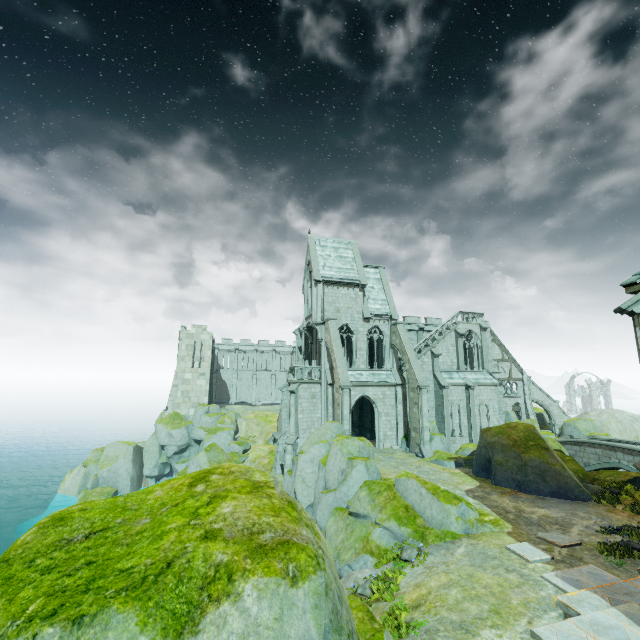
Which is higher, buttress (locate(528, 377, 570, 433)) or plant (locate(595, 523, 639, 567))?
buttress (locate(528, 377, 570, 433))

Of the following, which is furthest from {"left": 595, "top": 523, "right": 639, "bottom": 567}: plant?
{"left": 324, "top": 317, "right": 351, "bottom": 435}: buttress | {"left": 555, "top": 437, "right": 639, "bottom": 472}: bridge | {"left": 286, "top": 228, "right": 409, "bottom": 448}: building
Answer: {"left": 555, "top": 437, "right": 639, "bottom": 472}: bridge

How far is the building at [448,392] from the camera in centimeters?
3228cm

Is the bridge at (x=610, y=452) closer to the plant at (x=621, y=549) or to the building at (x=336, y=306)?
the building at (x=336, y=306)

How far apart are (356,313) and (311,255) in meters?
7.4

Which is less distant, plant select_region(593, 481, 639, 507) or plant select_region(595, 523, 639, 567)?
plant select_region(595, 523, 639, 567)

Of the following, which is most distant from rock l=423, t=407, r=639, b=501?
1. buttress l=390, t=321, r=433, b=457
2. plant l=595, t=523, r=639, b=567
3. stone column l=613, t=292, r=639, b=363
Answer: stone column l=613, t=292, r=639, b=363

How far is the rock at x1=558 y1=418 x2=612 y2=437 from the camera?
33.3m
